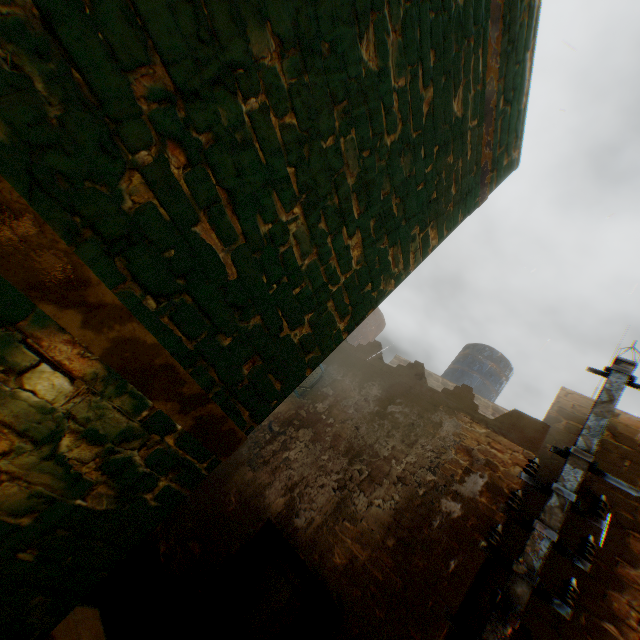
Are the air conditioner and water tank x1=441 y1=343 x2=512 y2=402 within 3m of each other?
no

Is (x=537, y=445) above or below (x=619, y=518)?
below

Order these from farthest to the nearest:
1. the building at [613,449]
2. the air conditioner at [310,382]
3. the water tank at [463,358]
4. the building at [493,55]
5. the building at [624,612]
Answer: the water tank at [463,358] < the air conditioner at [310,382] < the building at [613,449] < the building at [624,612] < the building at [493,55]

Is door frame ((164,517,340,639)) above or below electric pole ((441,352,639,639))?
below

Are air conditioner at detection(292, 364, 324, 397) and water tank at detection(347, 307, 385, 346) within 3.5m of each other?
yes

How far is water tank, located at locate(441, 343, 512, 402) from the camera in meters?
9.3

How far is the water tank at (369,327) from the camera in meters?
9.5 m

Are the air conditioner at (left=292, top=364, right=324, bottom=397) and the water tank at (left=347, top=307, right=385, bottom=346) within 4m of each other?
yes
